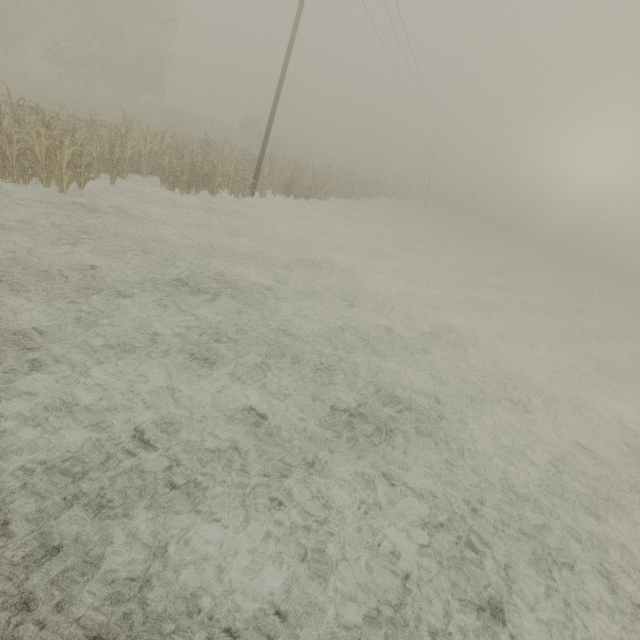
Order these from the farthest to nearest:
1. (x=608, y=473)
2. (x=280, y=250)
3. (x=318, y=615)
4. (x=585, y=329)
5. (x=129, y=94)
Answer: (x=129, y=94) < (x=585, y=329) < (x=280, y=250) < (x=608, y=473) < (x=318, y=615)

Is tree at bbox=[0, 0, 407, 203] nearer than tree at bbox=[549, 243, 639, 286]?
Yes

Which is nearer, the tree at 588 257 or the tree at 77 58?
the tree at 77 58
